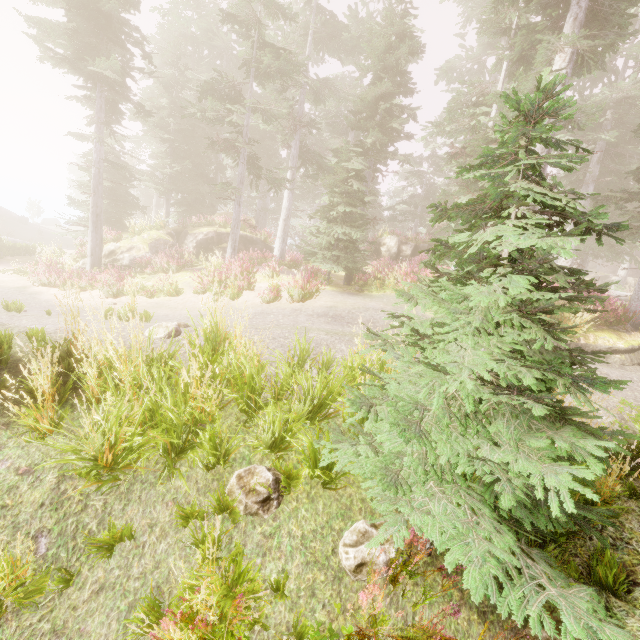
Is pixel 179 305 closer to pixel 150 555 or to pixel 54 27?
pixel 150 555

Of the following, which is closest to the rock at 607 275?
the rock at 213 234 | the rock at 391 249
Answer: the rock at 391 249

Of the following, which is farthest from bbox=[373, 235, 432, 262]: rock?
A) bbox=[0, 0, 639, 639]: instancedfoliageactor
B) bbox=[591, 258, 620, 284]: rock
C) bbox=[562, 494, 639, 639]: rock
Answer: bbox=[562, 494, 639, 639]: rock

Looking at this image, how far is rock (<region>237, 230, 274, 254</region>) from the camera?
22.8m

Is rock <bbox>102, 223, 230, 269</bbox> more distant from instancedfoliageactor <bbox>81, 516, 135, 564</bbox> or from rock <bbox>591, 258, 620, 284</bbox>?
rock <bbox>591, 258, 620, 284</bbox>

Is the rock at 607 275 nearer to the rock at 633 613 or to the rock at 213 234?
the rock at 213 234

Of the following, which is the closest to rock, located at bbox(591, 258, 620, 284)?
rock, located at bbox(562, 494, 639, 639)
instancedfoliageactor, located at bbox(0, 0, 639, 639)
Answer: instancedfoliageactor, located at bbox(0, 0, 639, 639)
